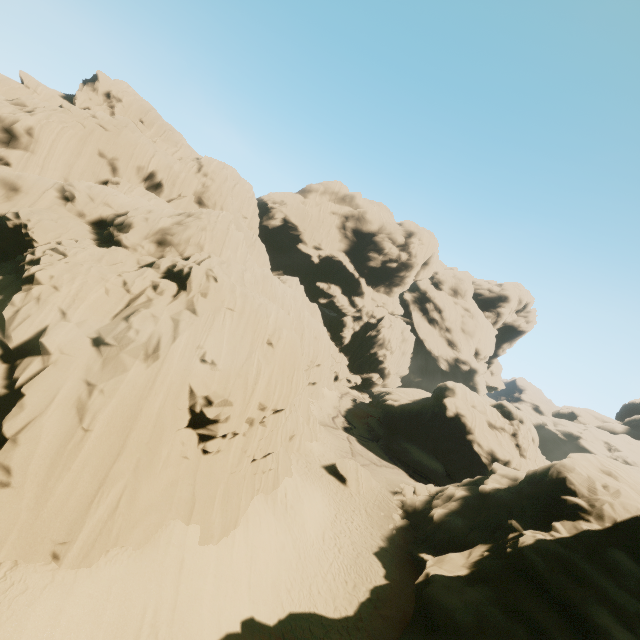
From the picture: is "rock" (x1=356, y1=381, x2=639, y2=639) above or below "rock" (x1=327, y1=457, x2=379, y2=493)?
above

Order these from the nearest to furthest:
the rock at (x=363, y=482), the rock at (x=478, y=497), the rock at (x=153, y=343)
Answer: the rock at (x=153, y=343), the rock at (x=478, y=497), the rock at (x=363, y=482)

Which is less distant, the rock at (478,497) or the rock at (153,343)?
the rock at (153,343)

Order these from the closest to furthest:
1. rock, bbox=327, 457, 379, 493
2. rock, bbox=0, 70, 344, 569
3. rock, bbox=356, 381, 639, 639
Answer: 1. rock, bbox=0, 70, 344, 569
2. rock, bbox=356, 381, 639, 639
3. rock, bbox=327, 457, 379, 493

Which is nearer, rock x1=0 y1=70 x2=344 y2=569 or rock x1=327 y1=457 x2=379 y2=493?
rock x1=0 y1=70 x2=344 y2=569

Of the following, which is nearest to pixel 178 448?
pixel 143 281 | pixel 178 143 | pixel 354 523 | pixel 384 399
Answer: pixel 143 281
